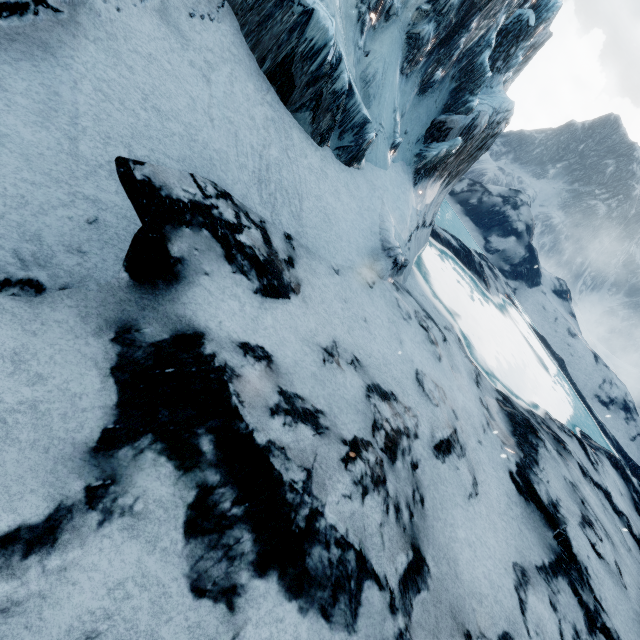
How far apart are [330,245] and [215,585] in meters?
5.8
